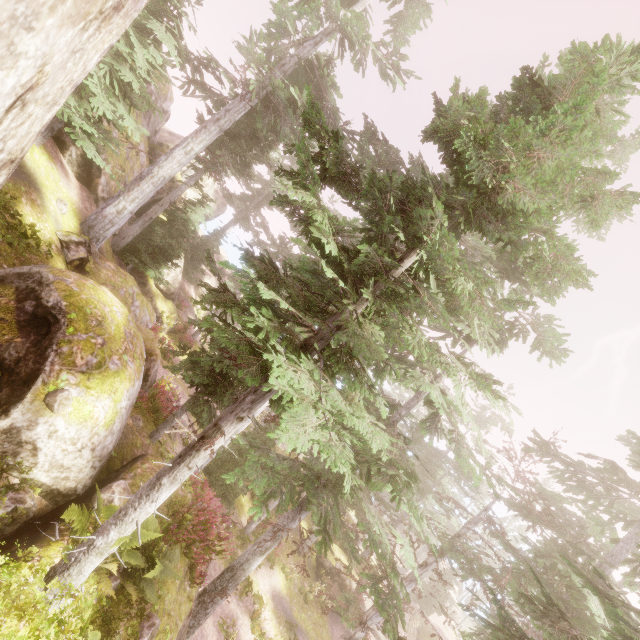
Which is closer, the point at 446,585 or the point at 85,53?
the point at 85,53

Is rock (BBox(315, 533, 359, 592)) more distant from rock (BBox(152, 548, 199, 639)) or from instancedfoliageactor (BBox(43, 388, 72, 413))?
rock (BBox(152, 548, 199, 639))

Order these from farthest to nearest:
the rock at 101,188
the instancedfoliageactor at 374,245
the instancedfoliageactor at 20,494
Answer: the rock at 101,188 → the instancedfoliageactor at 20,494 → the instancedfoliageactor at 374,245

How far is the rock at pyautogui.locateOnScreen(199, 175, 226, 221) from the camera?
28.2m

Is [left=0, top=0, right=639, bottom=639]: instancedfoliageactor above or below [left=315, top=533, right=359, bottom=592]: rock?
above

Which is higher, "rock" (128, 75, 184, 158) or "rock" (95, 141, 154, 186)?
"rock" (128, 75, 184, 158)

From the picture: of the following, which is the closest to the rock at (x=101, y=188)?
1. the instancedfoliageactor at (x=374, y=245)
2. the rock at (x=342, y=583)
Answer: the instancedfoliageactor at (x=374, y=245)
